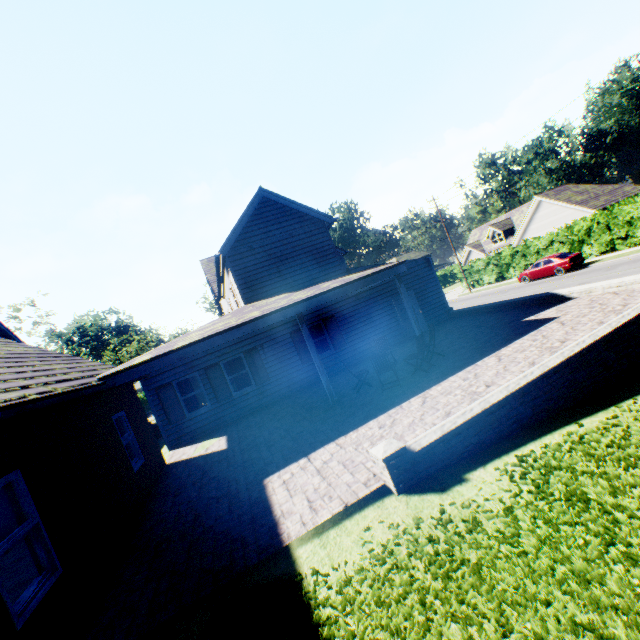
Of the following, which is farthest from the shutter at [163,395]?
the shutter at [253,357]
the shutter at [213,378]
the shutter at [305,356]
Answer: the shutter at [305,356]

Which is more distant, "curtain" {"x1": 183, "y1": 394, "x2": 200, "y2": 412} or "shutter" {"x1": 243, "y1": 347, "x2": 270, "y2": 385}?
"shutter" {"x1": 243, "y1": 347, "x2": 270, "y2": 385}

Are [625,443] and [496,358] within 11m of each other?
yes

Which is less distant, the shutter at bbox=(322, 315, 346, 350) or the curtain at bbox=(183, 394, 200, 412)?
the curtain at bbox=(183, 394, 200, 412)

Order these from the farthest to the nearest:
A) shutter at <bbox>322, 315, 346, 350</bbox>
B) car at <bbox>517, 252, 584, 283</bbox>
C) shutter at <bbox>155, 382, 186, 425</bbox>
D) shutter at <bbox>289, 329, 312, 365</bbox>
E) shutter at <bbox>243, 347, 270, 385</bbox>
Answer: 1. car at <bbox>517, 252, 584, 283</bbox>
2. shutter at <bbox>322, 315, 346, 350</bbox>
3. shutter at <bbox>289, 329, 312, 365</bbox>
4. shutter at <bbox>243, 347, 270, 385</bbox>
5. shutter at <bbox>155, 382, 186, 425</bbox>

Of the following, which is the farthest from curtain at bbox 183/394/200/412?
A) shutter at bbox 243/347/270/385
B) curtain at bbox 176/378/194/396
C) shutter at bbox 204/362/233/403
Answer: shutter at bbox 243/347/270/385

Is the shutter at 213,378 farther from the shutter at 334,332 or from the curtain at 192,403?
the shutter at 334,332

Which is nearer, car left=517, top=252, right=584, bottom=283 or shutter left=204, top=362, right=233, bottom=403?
shutter left=204, top=362, right=233, bottom=403
